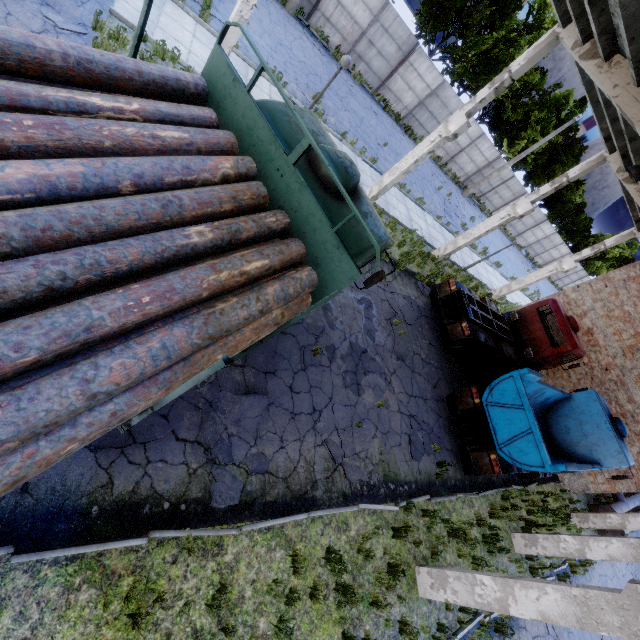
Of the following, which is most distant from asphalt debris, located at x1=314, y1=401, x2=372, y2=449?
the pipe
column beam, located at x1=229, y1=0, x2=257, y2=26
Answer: the pipe

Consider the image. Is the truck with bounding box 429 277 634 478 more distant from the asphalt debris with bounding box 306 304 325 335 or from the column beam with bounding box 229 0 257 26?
the column beam with bounding box 229 0 257 26

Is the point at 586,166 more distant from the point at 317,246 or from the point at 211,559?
the point at 211,559

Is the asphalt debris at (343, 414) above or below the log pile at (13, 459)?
below

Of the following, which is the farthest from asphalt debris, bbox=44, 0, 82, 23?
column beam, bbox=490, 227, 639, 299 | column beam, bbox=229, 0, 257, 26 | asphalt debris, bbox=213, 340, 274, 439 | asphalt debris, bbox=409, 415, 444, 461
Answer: column beam, bbox=490, 227, 639, 299

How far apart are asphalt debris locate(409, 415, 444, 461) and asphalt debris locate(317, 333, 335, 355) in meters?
3.5

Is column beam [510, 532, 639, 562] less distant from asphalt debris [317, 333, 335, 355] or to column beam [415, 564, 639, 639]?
column beam [415, 564, 639, 639]

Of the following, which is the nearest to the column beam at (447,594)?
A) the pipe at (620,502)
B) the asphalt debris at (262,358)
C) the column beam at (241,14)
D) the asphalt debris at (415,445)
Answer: the asphalt debris at (415,445)
